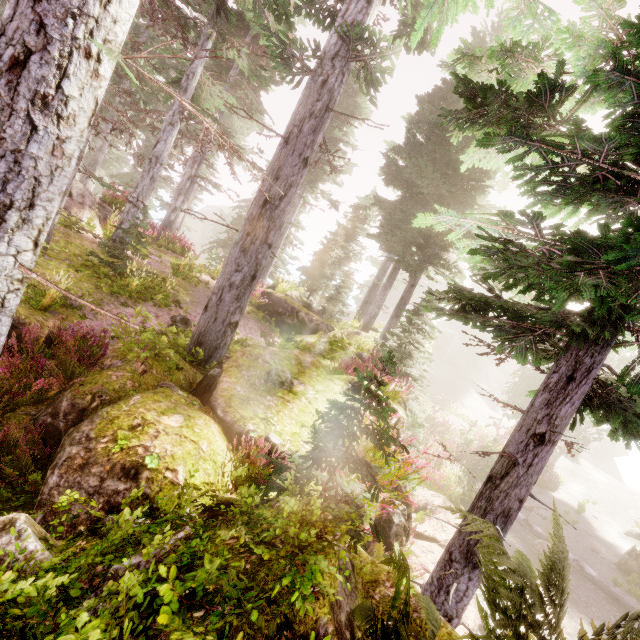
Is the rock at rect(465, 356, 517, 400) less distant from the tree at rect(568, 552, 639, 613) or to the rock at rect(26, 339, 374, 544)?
the rock at rect(26, 339, 374, 544)

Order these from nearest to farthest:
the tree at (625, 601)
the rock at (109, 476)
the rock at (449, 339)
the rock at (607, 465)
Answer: the rock at (109, 476) → the tree at (625, 601) → the rock at (607, 465) → the rock at (449, 339)

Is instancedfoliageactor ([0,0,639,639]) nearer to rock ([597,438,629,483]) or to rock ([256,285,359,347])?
rock ([256,285,359,347])

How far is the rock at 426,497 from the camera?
6.9 meters

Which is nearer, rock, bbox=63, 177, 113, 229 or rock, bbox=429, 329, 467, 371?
rock, bbox=63, 177, 113, 229

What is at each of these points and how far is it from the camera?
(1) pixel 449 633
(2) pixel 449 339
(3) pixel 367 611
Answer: (1) rock, 2.3 meters
(2) rock, 54.1 meters
(3) instancedfoliageactor, 1.9 meters

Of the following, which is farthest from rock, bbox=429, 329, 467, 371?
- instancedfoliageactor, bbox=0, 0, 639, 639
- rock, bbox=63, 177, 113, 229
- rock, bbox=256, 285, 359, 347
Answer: rock, bbox=63, 177, 113, 229

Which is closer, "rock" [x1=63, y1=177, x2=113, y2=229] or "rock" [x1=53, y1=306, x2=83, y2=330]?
"rock" [x1=53, y1=306, x2=83, y2=330]
